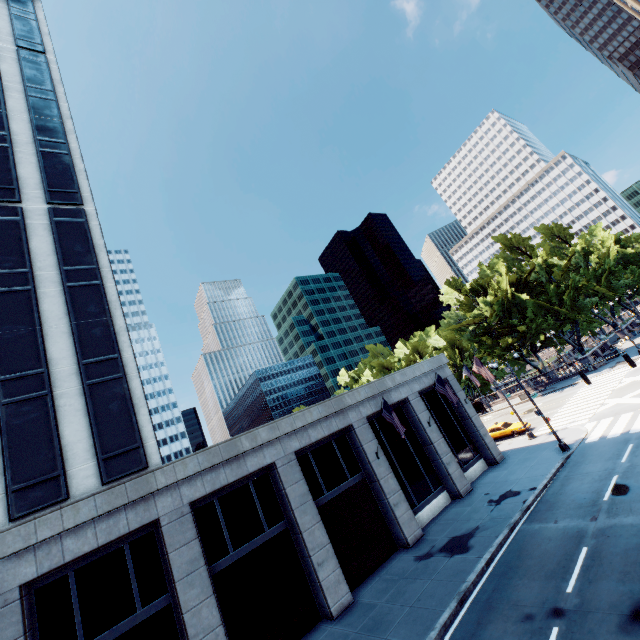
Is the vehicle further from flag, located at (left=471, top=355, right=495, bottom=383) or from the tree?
the tree

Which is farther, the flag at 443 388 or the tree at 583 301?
the tree at 583 301

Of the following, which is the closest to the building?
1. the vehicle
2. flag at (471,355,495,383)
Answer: flag at (471,355,495,383)

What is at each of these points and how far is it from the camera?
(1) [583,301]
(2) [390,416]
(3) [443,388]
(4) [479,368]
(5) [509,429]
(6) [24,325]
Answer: (1) tree, 47.8 meters
(2) flag, 19.7 meters
(3) flag, 23.2 meters
(4) flag, 26.6 meters
(5) vehicle, 32.3 meters
(6) building, 15.8 meters

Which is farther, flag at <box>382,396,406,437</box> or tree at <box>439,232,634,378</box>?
tree at <box>439,232,634,378</box>

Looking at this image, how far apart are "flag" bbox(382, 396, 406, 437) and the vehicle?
18.77m

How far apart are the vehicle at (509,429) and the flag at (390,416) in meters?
18.8 m

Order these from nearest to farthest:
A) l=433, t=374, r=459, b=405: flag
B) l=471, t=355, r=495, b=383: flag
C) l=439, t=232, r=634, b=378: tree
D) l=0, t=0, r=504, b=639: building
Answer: l=0, t=0, r=504, b=639: building, l=433, t=374, r=459, b=405: flag, l=471, t=355, r=495, b=383: flag, l=439, t=232, r=634, b=378: tree
